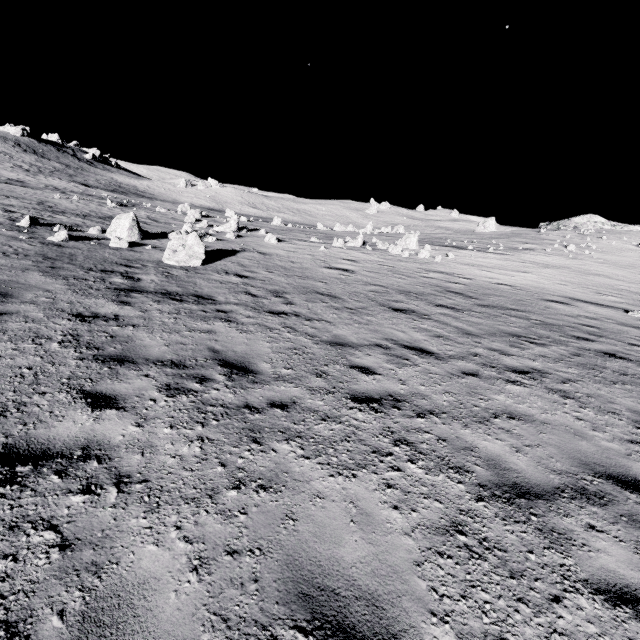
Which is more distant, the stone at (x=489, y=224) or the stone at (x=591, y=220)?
the stone at (x=489, y=224)

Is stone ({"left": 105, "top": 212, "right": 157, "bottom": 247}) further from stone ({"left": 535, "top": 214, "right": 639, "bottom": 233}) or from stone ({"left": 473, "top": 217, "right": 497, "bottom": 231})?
stone ({"left": 473, "top": 217, "right": 497, "bottom": 231})

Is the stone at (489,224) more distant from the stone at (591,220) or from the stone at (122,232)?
the stone at (122,232)

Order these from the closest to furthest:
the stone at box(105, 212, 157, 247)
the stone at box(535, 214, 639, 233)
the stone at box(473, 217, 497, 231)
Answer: the stone at box(105, 212, 157, 247) < the stone at box(535, 214, 639, 233) < the stone at box(473, 217, 497, 231)

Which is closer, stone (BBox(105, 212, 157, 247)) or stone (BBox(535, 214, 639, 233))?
stone (BBox(105, 212, 157, 247))

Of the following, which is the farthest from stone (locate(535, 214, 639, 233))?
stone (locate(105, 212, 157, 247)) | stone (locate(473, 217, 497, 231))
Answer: stone (locate(105, 212, 157, 247))

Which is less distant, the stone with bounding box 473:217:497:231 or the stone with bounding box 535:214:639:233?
the stone with bounding box 535:214:639:233

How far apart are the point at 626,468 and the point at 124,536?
6.0m
